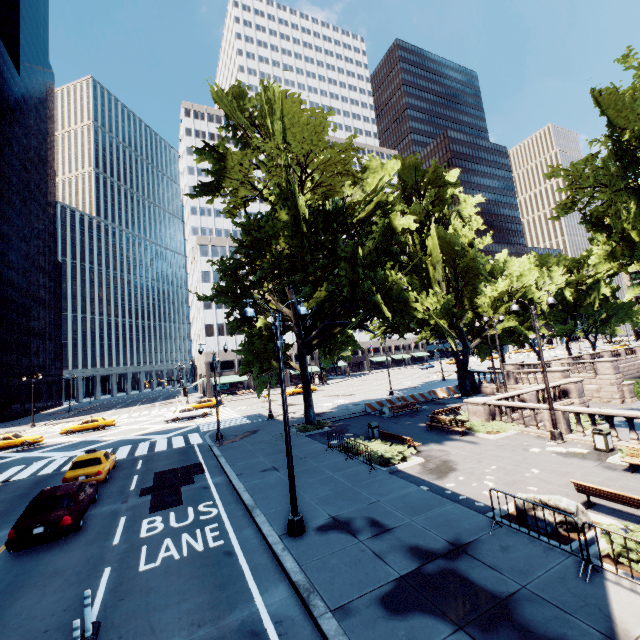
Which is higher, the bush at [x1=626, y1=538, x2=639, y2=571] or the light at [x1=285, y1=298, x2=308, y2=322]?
the light at [x1=285, y1=298, x2=308, y2=322]

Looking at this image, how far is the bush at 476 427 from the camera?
18.4 meters

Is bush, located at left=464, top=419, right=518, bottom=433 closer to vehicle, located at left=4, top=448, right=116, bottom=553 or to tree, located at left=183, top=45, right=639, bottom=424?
tree, located at left=183, top=45, right=639, bottom=424

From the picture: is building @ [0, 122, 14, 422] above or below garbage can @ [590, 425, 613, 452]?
above

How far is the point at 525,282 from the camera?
47.7 meters

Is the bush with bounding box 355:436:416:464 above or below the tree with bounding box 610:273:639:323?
below

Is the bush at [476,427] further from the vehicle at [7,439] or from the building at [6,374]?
the building at [6,374]

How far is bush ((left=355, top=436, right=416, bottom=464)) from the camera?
15.39m
